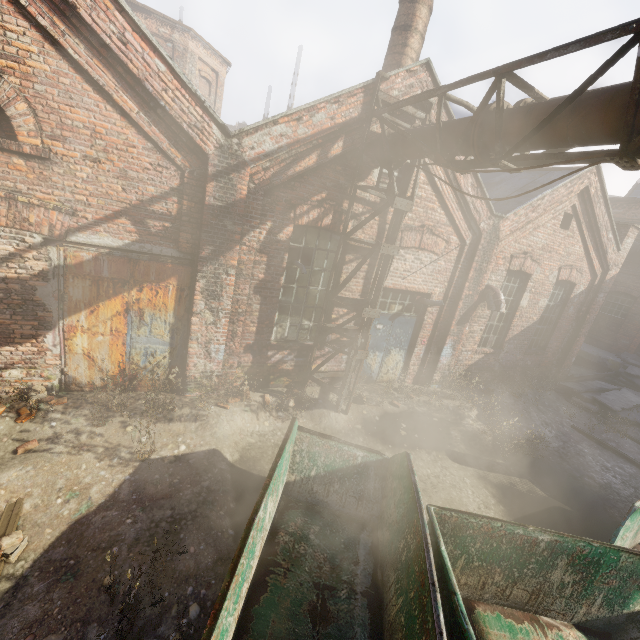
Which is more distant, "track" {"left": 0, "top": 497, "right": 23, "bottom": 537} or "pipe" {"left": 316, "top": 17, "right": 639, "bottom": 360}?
"track" {"left": 0, "top": 497, "right": 23, "bottom": 537}

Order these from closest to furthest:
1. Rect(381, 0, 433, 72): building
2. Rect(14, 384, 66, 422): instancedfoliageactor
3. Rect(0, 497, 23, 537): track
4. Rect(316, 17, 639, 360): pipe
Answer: Rect(316, 17, 639, 360): pipe < Rect(0, 497, 23, 537): track < Rect(14, 384, 66, 422): instancedfoliageactor < Rect(381, 0, 433, 72): building

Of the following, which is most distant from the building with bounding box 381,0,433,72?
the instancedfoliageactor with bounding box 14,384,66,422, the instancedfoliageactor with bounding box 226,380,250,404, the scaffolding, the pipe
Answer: the instancedfoliageactor with bounding box 14,384,66,422

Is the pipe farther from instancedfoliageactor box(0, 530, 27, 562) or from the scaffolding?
instancedfoliageactor box(0, 530, 27, 562)

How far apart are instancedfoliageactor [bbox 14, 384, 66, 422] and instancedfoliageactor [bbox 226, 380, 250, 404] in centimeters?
250cm

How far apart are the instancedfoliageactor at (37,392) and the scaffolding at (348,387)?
4.3 meters

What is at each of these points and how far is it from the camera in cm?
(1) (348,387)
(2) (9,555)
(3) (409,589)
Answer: (1) scaffolding, 856
(2) instancedfoliageactor, 346
(3) container, 326

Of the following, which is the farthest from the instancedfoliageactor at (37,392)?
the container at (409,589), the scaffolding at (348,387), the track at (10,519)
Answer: the track at (10,519)
